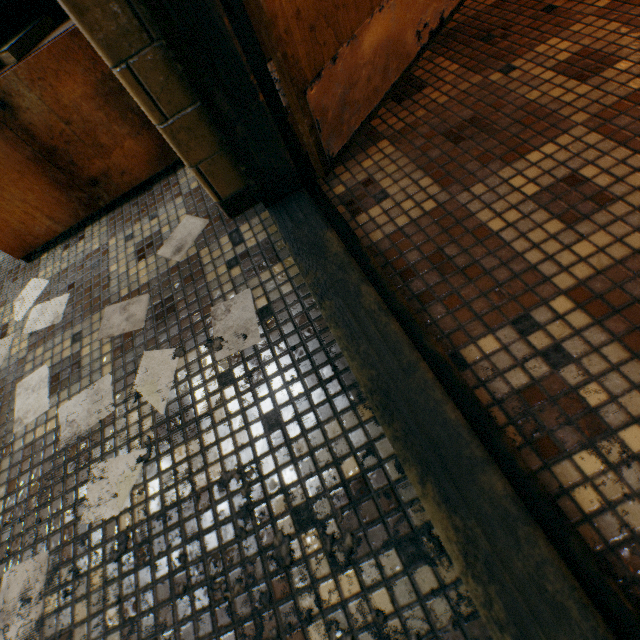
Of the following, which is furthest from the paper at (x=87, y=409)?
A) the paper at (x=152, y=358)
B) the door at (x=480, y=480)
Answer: the door at (x=480, y=480)

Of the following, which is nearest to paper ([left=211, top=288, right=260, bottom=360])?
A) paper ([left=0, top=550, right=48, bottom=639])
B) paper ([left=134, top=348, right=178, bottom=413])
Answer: paper ([left=134, top=348, right=178, bottom=413])

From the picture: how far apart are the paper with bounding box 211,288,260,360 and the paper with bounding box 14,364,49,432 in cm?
38

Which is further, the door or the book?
the book

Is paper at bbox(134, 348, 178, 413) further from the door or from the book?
the book

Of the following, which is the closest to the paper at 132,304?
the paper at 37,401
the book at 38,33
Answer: the paper at 37,401

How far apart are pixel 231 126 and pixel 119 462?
1.0m

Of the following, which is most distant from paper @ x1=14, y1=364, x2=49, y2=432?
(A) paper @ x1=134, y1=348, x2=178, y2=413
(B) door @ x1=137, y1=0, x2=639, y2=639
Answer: (B) door @ x1=137, y1=0, x2=639, y2=639
